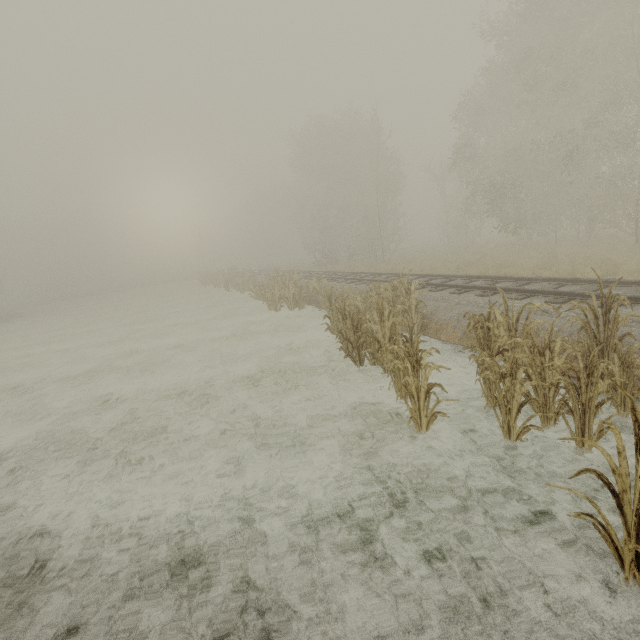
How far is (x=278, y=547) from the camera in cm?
360
